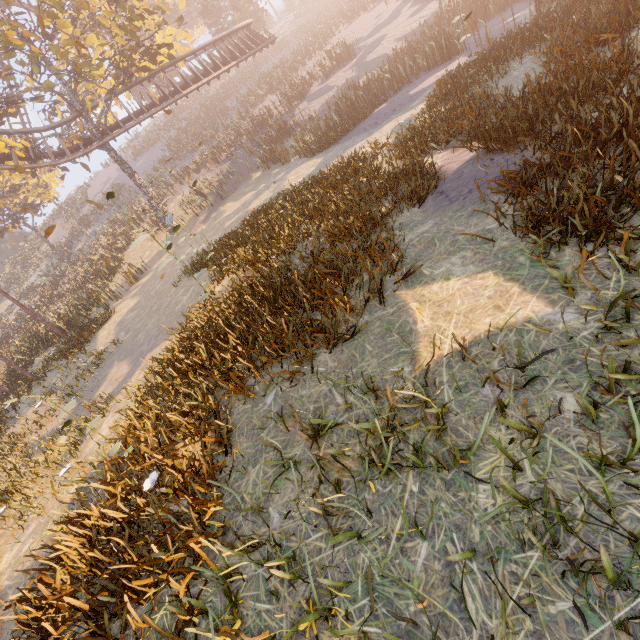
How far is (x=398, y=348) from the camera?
3.43m

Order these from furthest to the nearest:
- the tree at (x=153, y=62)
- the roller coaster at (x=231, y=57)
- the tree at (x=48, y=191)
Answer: the tree at (x=48, y=191), the roller coaster at (x=231, y=57), the tree at (x=153, y=62)

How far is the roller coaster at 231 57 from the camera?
19.6 meters

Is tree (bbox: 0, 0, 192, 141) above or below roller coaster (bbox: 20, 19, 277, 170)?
above

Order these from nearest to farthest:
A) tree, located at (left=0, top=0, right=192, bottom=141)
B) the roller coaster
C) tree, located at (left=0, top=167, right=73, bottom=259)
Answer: tree, located at (left=0, top=0, right=192, bottom=141) → the roller coaster → tree, located at (left=0, top=167, right=73, bottom=259)

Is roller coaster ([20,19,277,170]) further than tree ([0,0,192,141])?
Yes

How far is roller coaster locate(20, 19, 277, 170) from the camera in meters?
19.6 m
